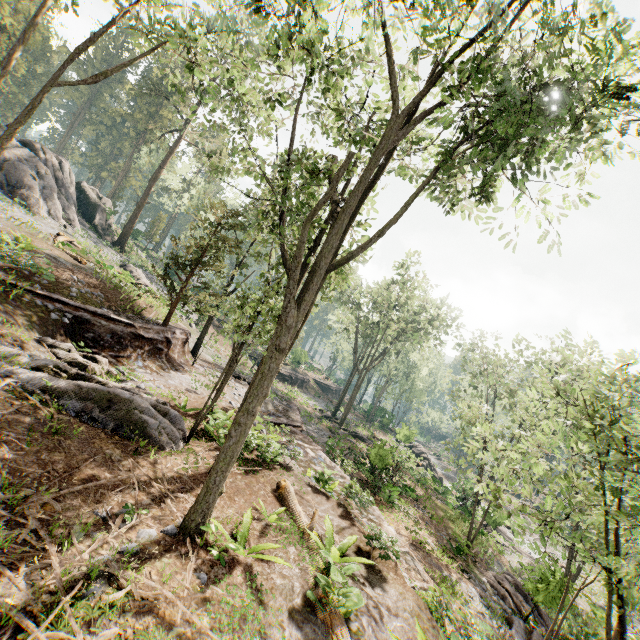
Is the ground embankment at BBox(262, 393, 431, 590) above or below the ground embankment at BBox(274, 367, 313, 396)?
above

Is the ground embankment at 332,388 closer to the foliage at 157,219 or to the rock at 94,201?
the foliage at 157,219

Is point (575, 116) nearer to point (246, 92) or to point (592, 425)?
point (592, 425)

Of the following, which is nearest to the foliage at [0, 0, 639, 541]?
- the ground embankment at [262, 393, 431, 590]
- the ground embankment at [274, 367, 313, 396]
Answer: the ground embankment at [262, 393, 431, 590]

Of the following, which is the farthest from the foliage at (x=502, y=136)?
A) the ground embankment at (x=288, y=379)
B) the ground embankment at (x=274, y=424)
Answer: the ground embankment at (x=288, y=379)

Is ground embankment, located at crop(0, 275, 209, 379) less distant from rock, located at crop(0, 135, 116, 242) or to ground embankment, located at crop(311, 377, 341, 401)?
rock, located at crop(0, 135, 116, 242)

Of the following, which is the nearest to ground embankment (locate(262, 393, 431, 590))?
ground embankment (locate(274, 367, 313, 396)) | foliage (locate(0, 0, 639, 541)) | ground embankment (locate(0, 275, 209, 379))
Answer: foliage (locate(0, 0, 639, 541))
